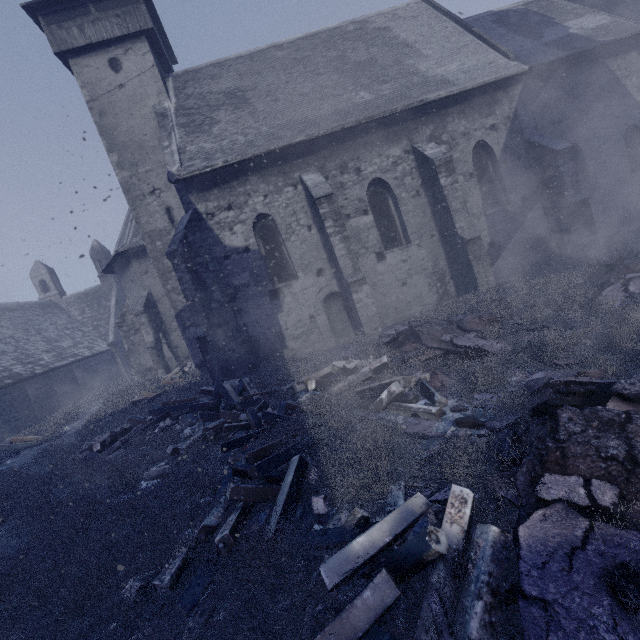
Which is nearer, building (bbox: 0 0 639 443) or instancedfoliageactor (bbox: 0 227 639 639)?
instancedfoliageactor (bbox: 0 227 639 639)

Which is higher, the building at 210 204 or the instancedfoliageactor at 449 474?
the building at 210 204

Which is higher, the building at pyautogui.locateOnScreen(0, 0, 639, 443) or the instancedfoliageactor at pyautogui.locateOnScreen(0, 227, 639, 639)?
the building at pyautogui.locateOnScreen(0, 0, 639, 443)

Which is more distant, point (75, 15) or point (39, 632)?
point (75, 15)

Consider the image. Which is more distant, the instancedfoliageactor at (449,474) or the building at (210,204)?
the building at (210,204)
